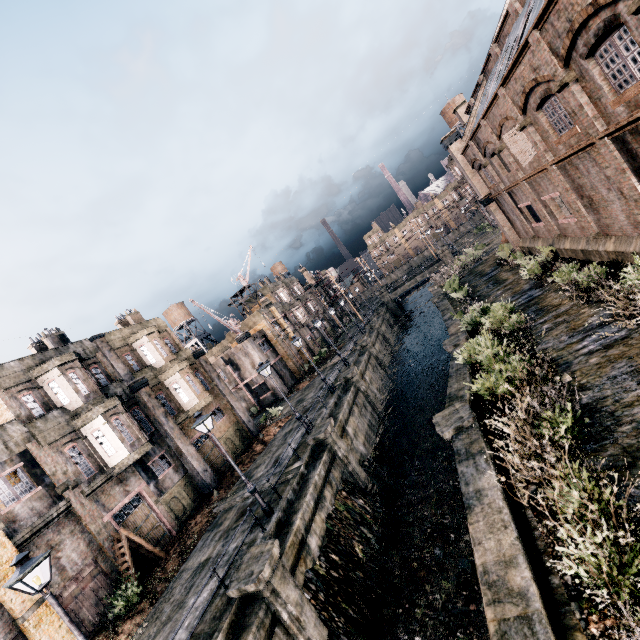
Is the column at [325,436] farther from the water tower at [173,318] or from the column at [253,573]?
the water tower at [173,318]

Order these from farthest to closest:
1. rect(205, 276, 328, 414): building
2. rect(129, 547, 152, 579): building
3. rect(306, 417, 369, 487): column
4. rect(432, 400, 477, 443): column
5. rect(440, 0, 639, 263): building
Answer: rect(205, 276, 328, 414): building
rect(306, 417, 369, 487): column
rect(129, 547, 152, 579): building
rect(432, 400, 477, 443): column
rect(440, 0, 639, 263): building

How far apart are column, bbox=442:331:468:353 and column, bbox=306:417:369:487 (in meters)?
8.18

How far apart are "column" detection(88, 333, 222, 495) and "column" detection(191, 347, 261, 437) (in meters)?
5.55

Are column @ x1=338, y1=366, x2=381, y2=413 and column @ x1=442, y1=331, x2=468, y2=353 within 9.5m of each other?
yes

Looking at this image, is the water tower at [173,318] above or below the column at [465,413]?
above

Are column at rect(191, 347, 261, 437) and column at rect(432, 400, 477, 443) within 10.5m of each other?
no

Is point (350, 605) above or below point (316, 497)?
below
